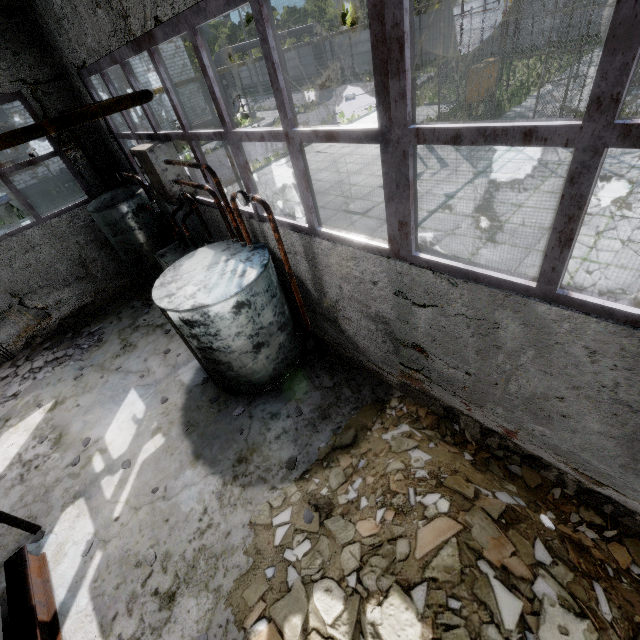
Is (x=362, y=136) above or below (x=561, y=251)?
above

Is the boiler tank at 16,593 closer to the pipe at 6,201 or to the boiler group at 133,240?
the boiler group at 133,240

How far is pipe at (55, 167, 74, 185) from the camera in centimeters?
2234cm

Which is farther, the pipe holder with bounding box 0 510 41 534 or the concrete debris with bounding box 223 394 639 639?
the pipe holder with bounding box 0 510 41 534

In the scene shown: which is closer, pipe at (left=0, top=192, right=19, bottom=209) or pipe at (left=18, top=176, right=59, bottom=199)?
pipe at (left=0, top=192, right=19, bottom=209)

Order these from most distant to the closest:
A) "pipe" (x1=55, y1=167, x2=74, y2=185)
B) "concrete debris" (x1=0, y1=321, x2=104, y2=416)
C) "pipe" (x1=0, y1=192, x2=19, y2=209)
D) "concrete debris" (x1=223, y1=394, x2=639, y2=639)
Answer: "pipe" (x1=55, y1=167, x2=74, y2=185) < "pipe" (x1=0, y1=192, x2=19, y2=209) < "concrete debris" (x1=0, y1=321, x2=104, y2=416) < "concrete debris" (x1=223, y1=394, x2=639, y2=639)
